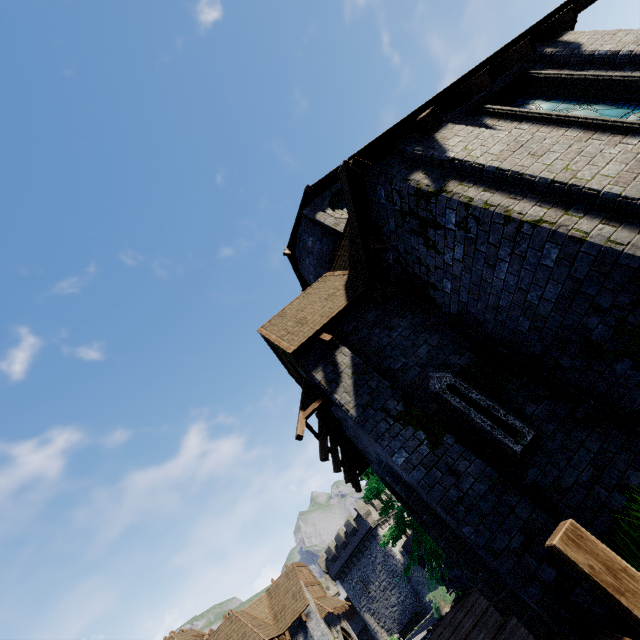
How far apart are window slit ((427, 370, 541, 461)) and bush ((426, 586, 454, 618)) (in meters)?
25.31

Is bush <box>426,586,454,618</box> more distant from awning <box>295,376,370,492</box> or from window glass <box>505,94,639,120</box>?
window glass <box>505,94,639,120</box>

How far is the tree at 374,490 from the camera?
15.4 meters

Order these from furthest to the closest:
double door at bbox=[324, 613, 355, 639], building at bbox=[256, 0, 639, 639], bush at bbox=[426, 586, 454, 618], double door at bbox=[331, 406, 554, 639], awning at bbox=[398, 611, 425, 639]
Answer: awning at bbox=[398, 611, 425, 639], double door at bbox=[324, 613, 355, 639], bush at bbox=[426, 586, 454, 618], double door at bbox=[331, 406, 554, 639], building at bbox=[256, 0, 639, 639]

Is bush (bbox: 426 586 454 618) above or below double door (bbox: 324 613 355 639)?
below

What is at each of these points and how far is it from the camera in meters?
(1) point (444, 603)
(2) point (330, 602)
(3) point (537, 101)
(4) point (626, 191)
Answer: (1) bush, 23.2
(2) awning, 25.8
(3) window glass, 6.1
(4) building, 3.7

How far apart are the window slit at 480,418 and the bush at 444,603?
25.3m

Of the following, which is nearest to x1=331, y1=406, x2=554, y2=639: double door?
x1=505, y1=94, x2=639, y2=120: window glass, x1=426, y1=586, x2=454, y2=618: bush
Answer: x1=505, y1=94, x2=639, y2=120: window glass
